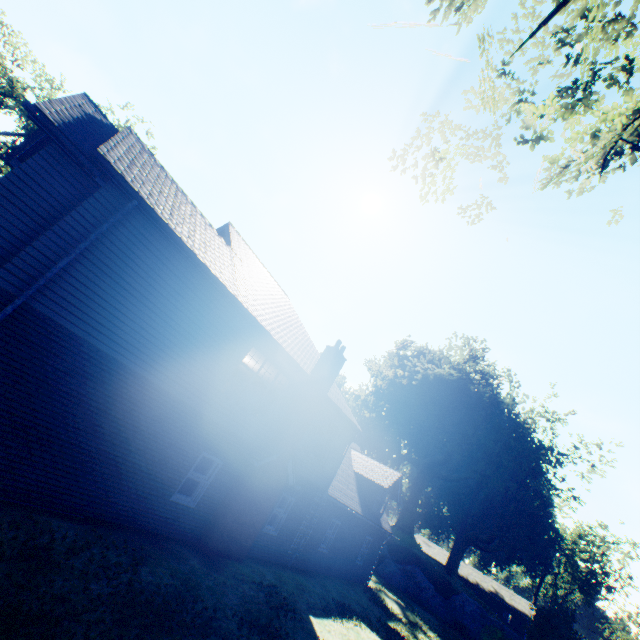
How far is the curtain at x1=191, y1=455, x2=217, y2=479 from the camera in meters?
10.7

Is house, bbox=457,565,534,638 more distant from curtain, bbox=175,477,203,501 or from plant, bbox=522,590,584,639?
curtain, bbox=175,477,203,501

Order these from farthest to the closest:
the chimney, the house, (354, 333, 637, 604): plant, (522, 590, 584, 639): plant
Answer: the house < (354, 333, 637, 604): plant < (522, 590, 584, 639): plant < the chimney

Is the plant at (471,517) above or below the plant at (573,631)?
above

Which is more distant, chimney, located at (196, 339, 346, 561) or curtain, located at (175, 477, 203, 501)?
chimney, located at (196, 339, 346, 561)

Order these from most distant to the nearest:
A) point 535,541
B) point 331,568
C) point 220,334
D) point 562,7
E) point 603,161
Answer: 1. point 535,541
2. point 331,568
3. point 220,334
4. point 603,161
5. point 562,7

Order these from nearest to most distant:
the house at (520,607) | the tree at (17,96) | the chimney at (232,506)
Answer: the chimney at (232,506) → the tree at (17,96) → the house at (520,607)
